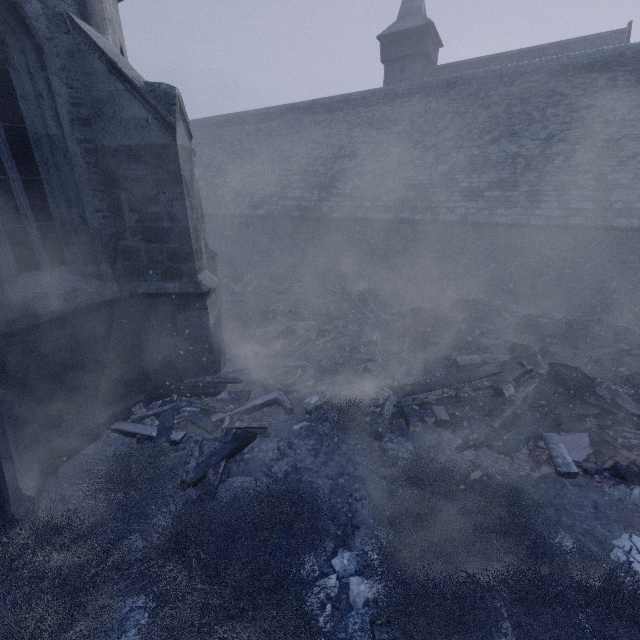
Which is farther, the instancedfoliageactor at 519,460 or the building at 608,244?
the building at 608,244

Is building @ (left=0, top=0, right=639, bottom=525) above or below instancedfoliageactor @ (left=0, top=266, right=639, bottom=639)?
above

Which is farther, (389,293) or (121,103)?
(389,293)

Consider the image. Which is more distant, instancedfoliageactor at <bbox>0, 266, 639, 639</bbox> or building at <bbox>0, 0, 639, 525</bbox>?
building at <bbox>0, 0, 639, 525</bbox>

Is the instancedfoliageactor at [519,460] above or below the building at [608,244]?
below
